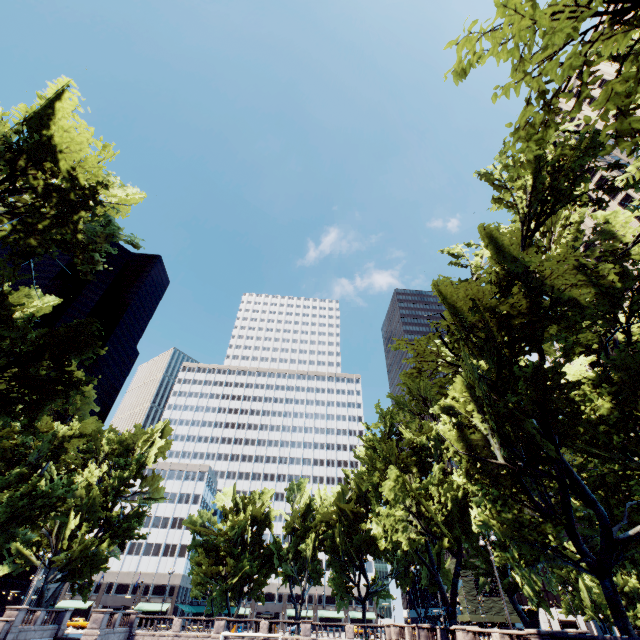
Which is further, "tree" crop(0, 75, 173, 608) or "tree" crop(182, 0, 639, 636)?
A: "tree" crop(0, 75, 173, 608)

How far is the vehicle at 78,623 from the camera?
53.8 meters

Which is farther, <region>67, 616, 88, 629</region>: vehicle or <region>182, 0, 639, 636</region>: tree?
<region>67, 616, 88, 629</region>: vehicle

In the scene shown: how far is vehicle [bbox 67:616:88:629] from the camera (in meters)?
53.75

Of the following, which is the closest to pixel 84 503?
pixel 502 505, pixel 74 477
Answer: pixel 74 477

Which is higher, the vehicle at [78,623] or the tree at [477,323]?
the tree at [477,323]

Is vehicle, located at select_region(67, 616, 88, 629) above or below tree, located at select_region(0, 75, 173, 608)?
below
